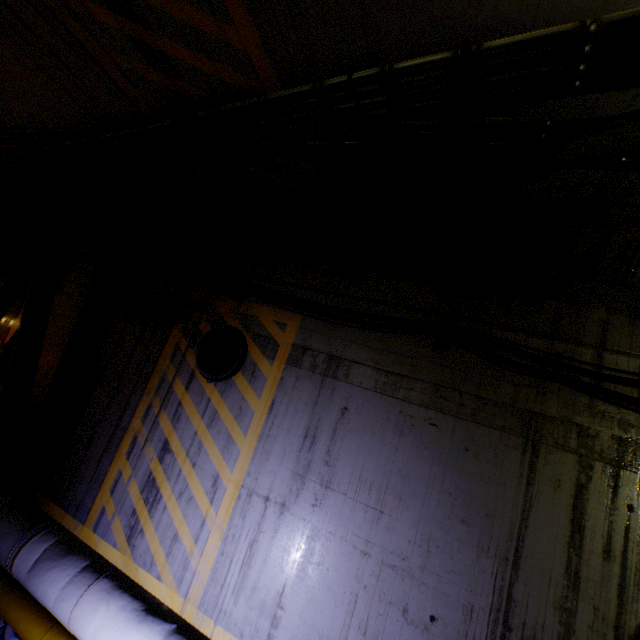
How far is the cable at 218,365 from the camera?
4.5 meters

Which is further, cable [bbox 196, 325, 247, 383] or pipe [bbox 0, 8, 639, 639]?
cable [bbox 196, 325, 247, 383]

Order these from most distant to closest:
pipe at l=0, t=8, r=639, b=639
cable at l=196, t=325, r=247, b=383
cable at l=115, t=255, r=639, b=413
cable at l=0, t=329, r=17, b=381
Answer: cable at l=0, t=329, r=17, b=381, cable at l=196, t=325, r=247, b=383, cable at l=115, t=255, r=639, b=413, pipe at l=0, t=8, r=639, b=639

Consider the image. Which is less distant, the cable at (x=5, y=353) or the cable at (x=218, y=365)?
the cable at (x=218, y=365)

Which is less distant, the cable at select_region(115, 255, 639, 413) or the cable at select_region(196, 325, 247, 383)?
the cable at select_region(115, 255, 639, 413)

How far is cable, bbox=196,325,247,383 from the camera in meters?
4.5 m

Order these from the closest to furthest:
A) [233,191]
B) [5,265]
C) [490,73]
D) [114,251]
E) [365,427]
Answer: [490,73] → [365,427] → [233,191] → [114,251] → [5,265]
